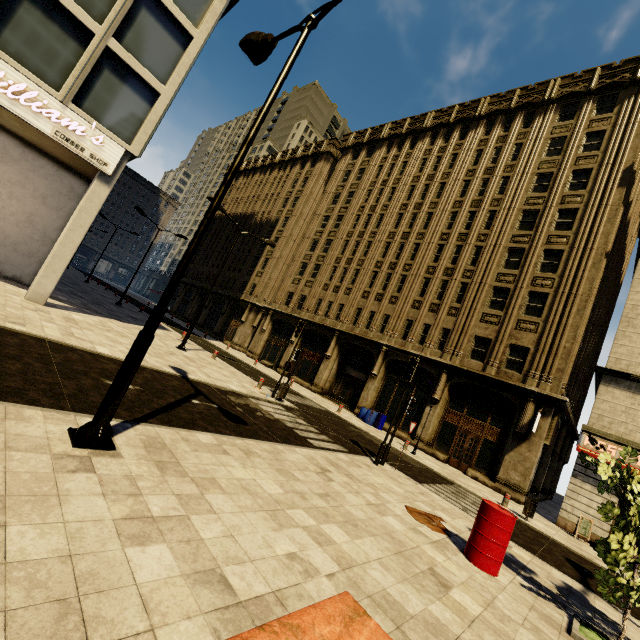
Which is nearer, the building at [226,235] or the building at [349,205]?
the building at [349,205]

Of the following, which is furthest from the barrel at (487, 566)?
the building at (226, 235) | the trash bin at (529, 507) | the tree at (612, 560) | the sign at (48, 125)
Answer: the building at (226, 235)

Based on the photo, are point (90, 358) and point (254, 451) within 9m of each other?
yes

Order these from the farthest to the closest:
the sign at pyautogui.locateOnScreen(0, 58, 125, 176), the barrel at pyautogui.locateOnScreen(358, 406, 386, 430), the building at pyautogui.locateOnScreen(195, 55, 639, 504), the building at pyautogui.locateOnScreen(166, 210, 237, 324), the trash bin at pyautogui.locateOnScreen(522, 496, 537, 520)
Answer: the building at pyautogui.locateOnScreen(166, 210, 237, 324)
the barrel at pyautogui.locateOnScreen(358, 406, 386, 430)
the building at pyautogui.locateOnScreen(195, 55, 639, 504)
the trash bin at pyautogui.locateOnScreen(522, 496, 537, 520)
the sign at pyautogui.locateOnScreen(0, 58, 125, 176)

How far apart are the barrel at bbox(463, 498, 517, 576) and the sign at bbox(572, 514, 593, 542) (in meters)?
11.60

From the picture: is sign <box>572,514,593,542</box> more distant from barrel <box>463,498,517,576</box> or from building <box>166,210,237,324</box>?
building <box>166,210,237,324</box>

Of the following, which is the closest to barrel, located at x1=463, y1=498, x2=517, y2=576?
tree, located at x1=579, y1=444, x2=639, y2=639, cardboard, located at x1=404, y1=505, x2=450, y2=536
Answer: cardboard, located at x1=404, y1=505, x2=450, y2=536

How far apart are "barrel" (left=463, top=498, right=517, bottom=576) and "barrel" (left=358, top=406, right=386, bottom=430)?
15.3m
